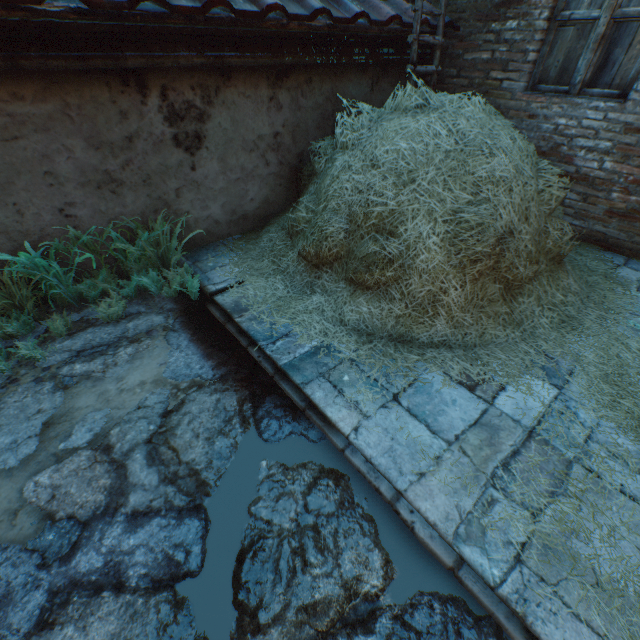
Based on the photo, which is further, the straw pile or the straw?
the straw pile

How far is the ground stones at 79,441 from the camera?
2.0m

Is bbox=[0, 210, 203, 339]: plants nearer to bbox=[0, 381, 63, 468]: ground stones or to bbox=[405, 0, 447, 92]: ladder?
bbox=[0, 381, 63, 468]: ground stones

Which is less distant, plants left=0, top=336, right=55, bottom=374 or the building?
plants left=0, top=336, right=55, bottom=374

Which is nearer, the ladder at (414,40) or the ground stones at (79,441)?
the ground stones at (79,441)

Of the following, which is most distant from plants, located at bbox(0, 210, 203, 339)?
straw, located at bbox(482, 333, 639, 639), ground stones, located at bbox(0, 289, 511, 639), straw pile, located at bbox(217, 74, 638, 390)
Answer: straw, located at bbox(482, 333, 639, 639)

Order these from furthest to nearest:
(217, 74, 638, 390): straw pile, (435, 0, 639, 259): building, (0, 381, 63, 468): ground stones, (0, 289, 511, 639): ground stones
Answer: (435, 0, 639, 259): building
(217, 74, 638, 390): straw pile
(0, 381, 63, 468): ground stones
(0, 289, 511, 639): ground stones

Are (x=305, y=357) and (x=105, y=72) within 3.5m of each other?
yes
